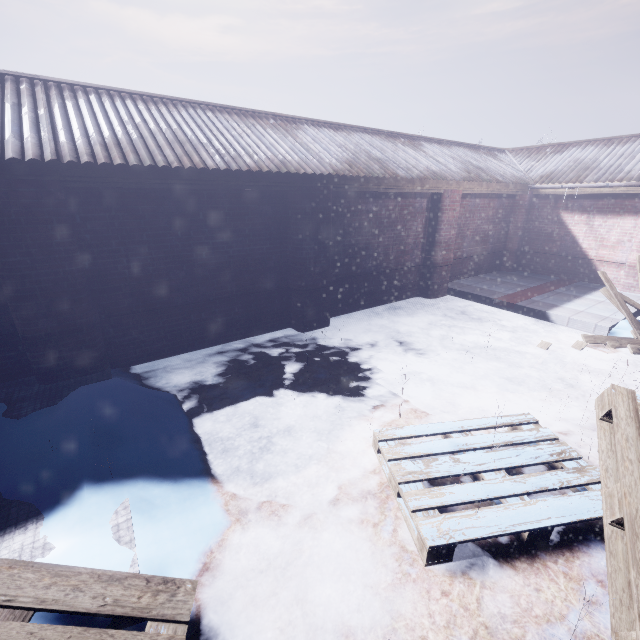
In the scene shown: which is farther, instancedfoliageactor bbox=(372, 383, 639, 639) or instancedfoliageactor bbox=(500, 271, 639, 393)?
instancedfoliageactor bbox=(500, 271, 639, 393)

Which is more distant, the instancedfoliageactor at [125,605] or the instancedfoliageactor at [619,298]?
the instancedfoliageactor at [619,298]

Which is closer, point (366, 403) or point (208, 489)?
point (208, 489)
